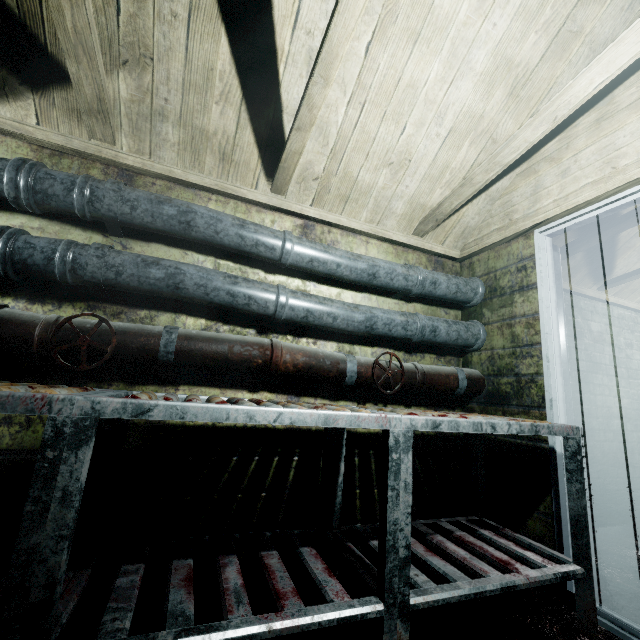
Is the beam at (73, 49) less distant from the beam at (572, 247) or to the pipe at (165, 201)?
the pipe at (165, 201)

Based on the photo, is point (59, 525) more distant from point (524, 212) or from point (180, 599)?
point (524, 212)

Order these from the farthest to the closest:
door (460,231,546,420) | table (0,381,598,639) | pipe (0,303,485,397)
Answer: door (460,231,546,420)
pipe (0,303,485,397)
table (0,381,598,639)

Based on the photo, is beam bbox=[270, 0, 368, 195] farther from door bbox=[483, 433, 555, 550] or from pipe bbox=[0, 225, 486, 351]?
door bbox=[483, 433, 555, 550]

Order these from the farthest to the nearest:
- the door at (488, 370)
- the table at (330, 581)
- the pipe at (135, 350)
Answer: the door at (488, 370) → the pipe at (135, 350) → the table at (330, 581)

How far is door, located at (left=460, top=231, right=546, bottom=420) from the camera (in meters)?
1.89

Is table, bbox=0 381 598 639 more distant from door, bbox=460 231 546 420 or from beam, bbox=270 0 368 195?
beam, bbox=270 0 368 195
